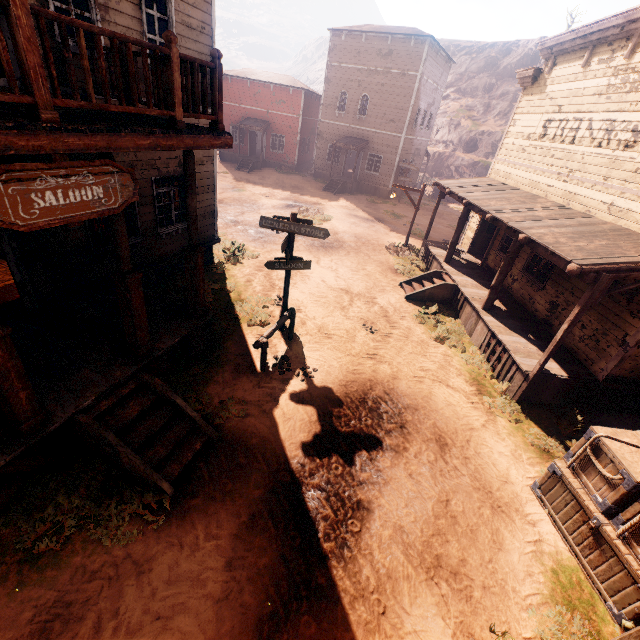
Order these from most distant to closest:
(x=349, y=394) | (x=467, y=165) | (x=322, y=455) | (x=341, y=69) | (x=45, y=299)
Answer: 1. (x=467, y=165)
2. (x=341, y=69)
3. (x=349, y=394)
4. (x=45, y=299)
5. (x=322, y=455)

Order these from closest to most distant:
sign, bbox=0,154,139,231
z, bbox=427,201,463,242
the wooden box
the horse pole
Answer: sign, bbox=0,154,139,231 < the wooden box < the horse pole < z, bbox=427,201,463,242

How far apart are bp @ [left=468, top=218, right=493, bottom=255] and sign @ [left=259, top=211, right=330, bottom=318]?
9.89m

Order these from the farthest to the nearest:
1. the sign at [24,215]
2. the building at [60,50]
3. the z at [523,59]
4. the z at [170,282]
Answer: the z at [523,59] < the z at [170,282] < the building at [60,50] < the sign at [24,215]

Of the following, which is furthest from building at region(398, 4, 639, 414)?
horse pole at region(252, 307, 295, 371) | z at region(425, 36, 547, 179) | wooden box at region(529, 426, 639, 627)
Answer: z at region(425, 36, 547, 179)

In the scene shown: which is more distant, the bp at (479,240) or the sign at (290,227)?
the bp at (479,240)

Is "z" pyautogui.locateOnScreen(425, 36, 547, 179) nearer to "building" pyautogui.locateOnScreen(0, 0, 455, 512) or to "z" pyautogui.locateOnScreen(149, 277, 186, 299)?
"z" pyautogui.locateOnScreen(149, 277, 186, 299)

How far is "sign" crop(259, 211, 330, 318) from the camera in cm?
752
